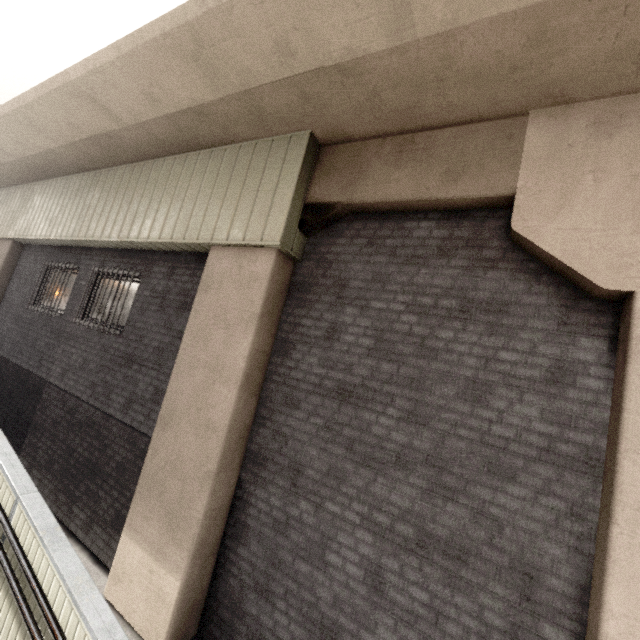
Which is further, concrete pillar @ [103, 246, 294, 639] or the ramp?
concrete pillar @ [103, 246, 294, 639]

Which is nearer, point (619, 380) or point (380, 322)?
point (619, 380)

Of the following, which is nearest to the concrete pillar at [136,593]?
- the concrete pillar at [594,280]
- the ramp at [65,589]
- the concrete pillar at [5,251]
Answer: the concrete pillar at [594,280]

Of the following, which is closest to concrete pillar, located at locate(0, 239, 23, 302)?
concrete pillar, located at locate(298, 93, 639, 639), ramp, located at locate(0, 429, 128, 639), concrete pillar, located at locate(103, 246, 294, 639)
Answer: ramp, located at locate(0, 429, 128, 639)

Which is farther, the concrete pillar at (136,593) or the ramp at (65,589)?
the concrete pillar at (136,593)

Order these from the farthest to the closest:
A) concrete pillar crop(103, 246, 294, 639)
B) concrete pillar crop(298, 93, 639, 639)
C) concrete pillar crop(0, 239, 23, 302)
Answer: concrete pillar crop(0, 239, 23, 302)
concrete pillar crop(103, 246, 294, 639)
concrete pillar crop(298, 93, 639, 639)

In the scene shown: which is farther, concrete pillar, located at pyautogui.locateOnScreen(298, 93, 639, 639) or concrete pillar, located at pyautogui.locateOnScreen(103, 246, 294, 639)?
concrete pillar, located at pyautogui.locateOnScreen(103, 246, 294, 639)

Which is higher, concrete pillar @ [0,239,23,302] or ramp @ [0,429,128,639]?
concrete pillar @ [0,239,23,302]
